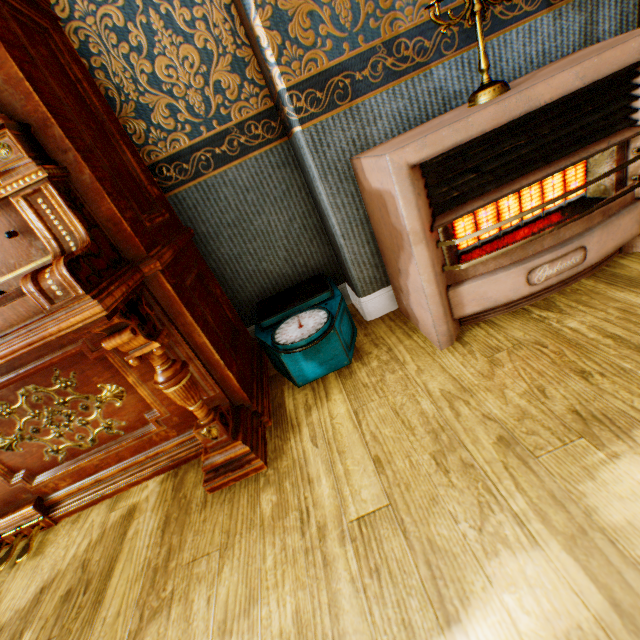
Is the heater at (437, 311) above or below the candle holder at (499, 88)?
below

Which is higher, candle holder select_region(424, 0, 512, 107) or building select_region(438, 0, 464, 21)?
Result: building select_region(438, 0, 464, 21)

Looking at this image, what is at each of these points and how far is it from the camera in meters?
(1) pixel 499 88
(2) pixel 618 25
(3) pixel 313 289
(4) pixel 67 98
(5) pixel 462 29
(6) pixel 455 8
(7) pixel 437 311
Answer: (1) candle holder, 1.3 m
(2) building, 1.6 m
(3) scale, 1.9 m
(4) piano, 1.2 m
(5) building, 1.5 m
(6) building, 1.4 m
(7) heater, 1.4 m

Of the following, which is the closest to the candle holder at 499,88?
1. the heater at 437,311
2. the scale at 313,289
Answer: the heater at 437,311

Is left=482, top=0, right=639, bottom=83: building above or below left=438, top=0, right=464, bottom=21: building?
below

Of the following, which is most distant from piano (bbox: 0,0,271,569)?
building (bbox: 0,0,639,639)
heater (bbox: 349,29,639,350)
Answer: heater (bbox: 349,29,639,350)

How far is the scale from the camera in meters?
1.6

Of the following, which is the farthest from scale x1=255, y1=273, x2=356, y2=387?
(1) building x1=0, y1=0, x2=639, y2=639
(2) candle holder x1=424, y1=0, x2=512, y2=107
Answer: (2) candle holder x1=424, y1=0, x2=512, y2=107
